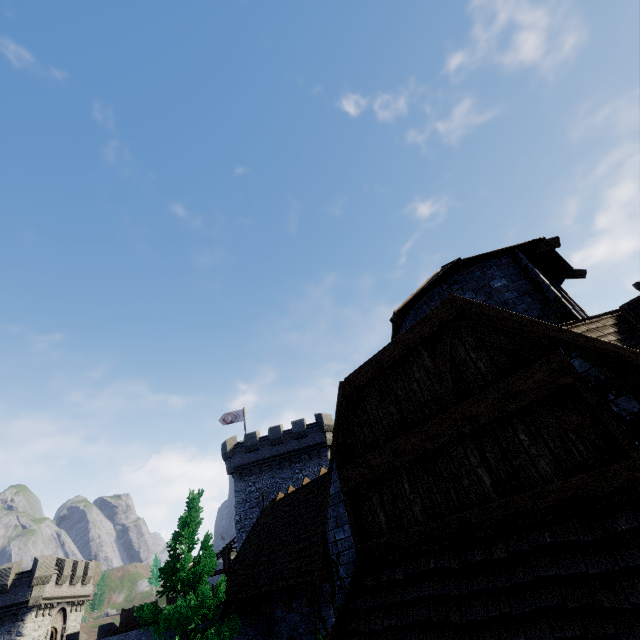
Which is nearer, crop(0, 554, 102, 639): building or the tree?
the tree

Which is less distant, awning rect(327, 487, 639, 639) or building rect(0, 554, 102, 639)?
awning rect(327, 487, 639, 639)

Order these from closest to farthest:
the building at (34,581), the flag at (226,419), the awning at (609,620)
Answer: the awning at (609,620), the building at (34,581), the flag at (226,419)

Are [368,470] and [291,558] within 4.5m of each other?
no

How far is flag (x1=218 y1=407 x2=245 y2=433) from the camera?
36.1 meters

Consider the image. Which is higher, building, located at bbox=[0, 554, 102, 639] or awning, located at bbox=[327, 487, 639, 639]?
building, located at bbox=[0, 554, 102, 639]

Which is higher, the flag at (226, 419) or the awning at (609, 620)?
the flag at (226, 419)

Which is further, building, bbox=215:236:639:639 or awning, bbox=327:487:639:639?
building, bbox=215:236:639:639
